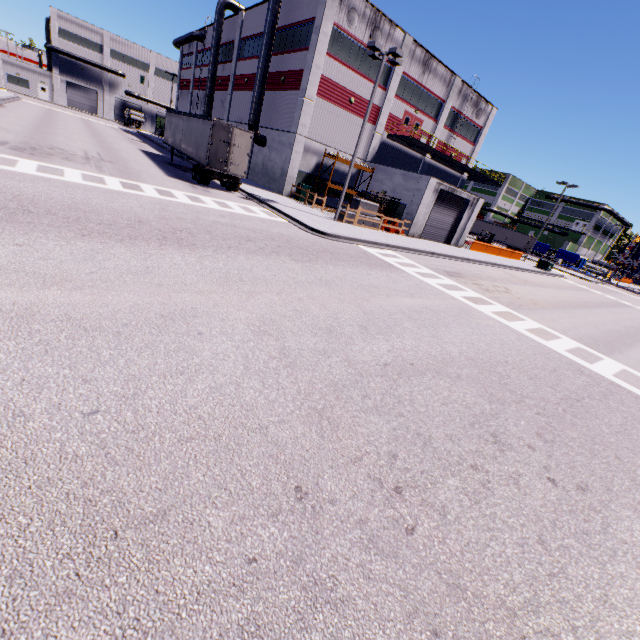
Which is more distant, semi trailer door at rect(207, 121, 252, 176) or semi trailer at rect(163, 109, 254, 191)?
semi trailer at rect(163, 109, 254, 191)

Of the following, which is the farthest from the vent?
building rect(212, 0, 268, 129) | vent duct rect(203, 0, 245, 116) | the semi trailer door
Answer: the semi trailer door

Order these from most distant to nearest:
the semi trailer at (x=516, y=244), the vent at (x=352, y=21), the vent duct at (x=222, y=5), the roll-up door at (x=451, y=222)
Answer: the semi trailer at (x=516, y=244) < the vent duct at (x=222, y=5) < the roll-up door at (x=451, y=222) < the vent at (x=352, y=21)

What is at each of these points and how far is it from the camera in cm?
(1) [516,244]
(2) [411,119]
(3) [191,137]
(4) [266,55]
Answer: (1) semi trailer, 5981
(2) door, 3148
(3) semi trailer, 2272
(4) vent duct, 2658

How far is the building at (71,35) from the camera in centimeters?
5762cm

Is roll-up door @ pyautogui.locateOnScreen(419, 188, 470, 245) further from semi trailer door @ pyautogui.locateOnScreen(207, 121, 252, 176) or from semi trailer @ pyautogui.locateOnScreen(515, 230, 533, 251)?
semi trailer door @ pyautogui.locateOnScreen(207, 121, 252, 176)

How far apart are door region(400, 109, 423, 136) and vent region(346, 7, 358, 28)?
8.3m

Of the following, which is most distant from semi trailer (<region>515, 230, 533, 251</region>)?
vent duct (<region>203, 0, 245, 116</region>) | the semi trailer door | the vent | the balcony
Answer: the vent
